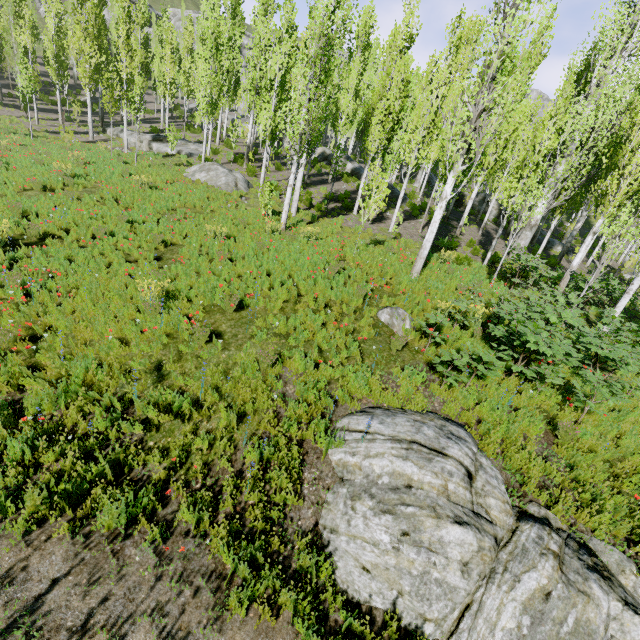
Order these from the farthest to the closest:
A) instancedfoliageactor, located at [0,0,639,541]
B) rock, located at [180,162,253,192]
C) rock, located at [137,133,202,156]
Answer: →
rock, located at [137,133,202,156]
rock, located at [180,162,253,192]
instancedfoliageactor, located at [0,0,639,541]

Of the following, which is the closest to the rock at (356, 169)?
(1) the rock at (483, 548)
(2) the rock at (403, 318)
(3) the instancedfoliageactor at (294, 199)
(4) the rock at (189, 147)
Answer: (3) the instancedfoliageactor at (294, 199)

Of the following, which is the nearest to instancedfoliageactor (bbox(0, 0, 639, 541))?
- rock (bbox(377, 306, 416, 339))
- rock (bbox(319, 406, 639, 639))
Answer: rock (bbox(377, 306, 416, 339))

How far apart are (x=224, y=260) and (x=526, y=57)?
18.1 meters

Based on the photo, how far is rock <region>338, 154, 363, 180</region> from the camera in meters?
29.2

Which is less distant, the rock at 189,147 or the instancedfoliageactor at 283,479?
the instancedfoliageactor at 283,479

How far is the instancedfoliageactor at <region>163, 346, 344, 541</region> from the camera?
4.89m

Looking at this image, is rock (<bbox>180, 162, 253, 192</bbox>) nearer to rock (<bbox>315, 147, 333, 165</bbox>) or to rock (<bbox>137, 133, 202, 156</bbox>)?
rock (<bbox>137, 133, 202, 156</bbox>)
